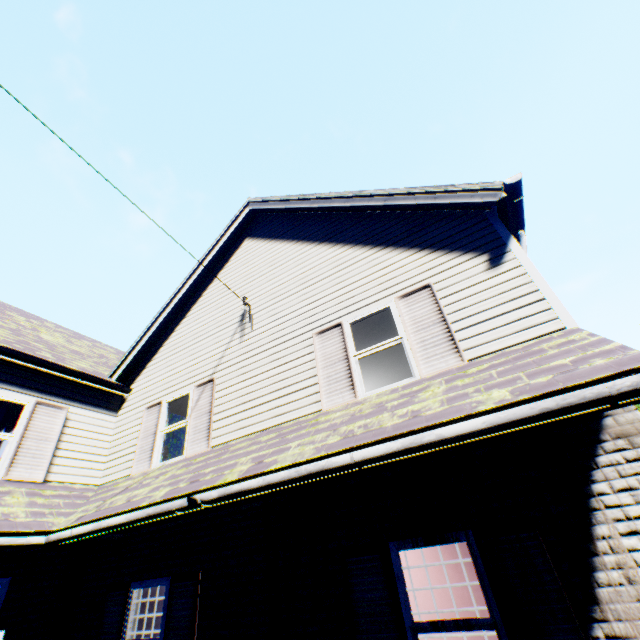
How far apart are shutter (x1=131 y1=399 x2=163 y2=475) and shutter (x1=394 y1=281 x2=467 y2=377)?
5.97m

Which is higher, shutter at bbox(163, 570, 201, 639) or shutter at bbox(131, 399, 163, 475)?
shutter at bbox(131, 399, 163, 475)

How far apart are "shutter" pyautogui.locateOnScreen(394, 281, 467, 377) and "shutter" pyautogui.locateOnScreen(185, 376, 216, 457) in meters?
4.2 m

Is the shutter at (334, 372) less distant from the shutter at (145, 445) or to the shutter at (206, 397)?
the shutter at (206, 397)

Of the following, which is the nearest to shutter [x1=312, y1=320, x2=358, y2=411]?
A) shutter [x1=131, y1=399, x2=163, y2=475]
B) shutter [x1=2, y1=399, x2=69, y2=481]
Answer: shutter [x1=131, y1=399, x2=163, y2=475]

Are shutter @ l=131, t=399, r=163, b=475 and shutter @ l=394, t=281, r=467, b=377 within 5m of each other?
no

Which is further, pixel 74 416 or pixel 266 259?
pixel 266 259

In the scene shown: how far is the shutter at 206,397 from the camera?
A: 6.5 meters
